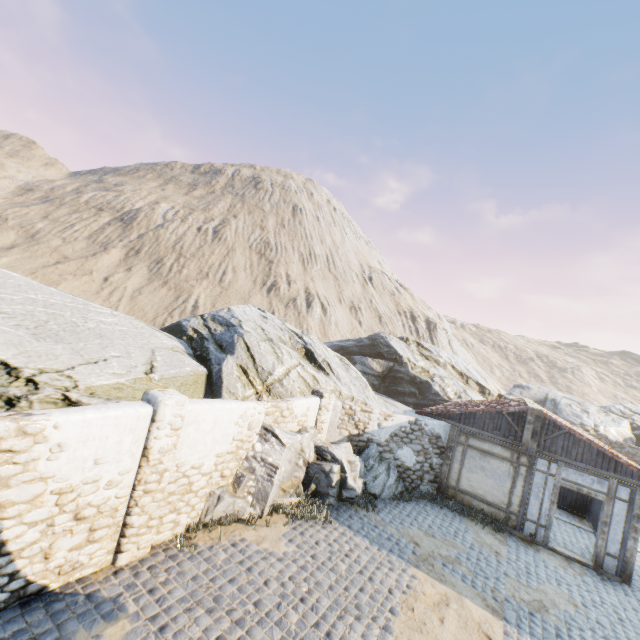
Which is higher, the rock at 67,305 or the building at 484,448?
the rock at 67,305

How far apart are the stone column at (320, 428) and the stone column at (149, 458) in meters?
5.6 m

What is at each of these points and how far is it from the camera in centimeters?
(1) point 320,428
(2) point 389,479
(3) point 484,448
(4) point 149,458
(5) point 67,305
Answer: (1) stone column, 1173cm
(2) rock, 1221cm
(3) building, 1241cm
(4) stone column, 624cm
(5) rock, 971cm

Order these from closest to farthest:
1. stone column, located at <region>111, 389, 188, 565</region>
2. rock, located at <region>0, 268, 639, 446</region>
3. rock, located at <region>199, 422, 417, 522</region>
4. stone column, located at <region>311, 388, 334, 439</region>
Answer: stone column, located at <region>111, 389, 188, 565</region> < rock, located at <region>0, 268, 639, 446</region> < rock, located at <region>199, 422, 417, 522</region> < stone column, located at <region>311, 388, 334, 439</region>

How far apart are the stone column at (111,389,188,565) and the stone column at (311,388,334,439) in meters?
5.6 m

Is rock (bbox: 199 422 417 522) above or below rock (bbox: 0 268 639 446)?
below

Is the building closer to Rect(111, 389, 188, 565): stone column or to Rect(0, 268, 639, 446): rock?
Rect(0, 268, 639, 446): rock

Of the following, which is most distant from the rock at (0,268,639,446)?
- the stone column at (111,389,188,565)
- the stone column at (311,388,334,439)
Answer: the stone column at (111,389,188,565)
